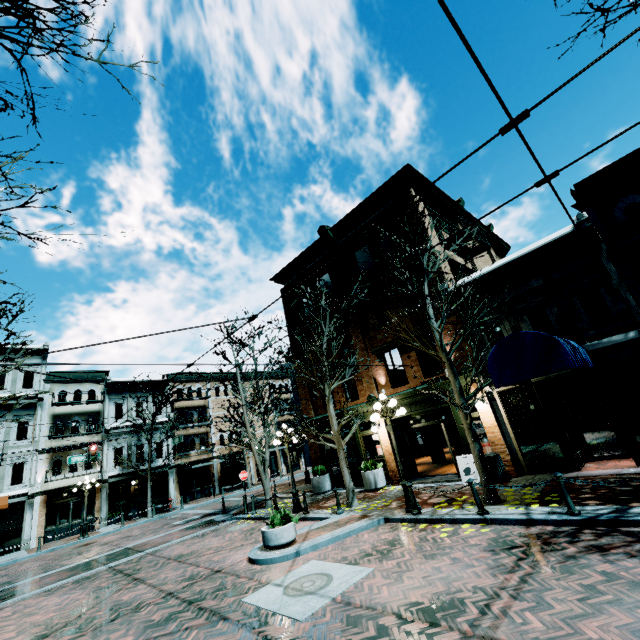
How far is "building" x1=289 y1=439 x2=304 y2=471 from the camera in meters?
37.8 m

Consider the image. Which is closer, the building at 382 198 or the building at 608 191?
the building at 608 191

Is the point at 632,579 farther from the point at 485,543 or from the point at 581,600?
the point at 485,543

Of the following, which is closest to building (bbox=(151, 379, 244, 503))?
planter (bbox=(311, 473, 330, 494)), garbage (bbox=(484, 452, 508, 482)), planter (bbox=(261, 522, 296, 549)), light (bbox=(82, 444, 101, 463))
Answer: light (bbox=(82, 444, 101, 463))

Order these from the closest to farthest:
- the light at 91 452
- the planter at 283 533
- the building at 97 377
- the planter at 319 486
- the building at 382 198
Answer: the planter at 283 533 → the building at 382 198 → the planter at 319 486 → the light at 91 452 → the building at 97 377

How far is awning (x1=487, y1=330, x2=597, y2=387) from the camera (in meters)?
7.96

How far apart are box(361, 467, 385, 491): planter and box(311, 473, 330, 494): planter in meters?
2.7 m

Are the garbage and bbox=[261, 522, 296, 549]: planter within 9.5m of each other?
yes
